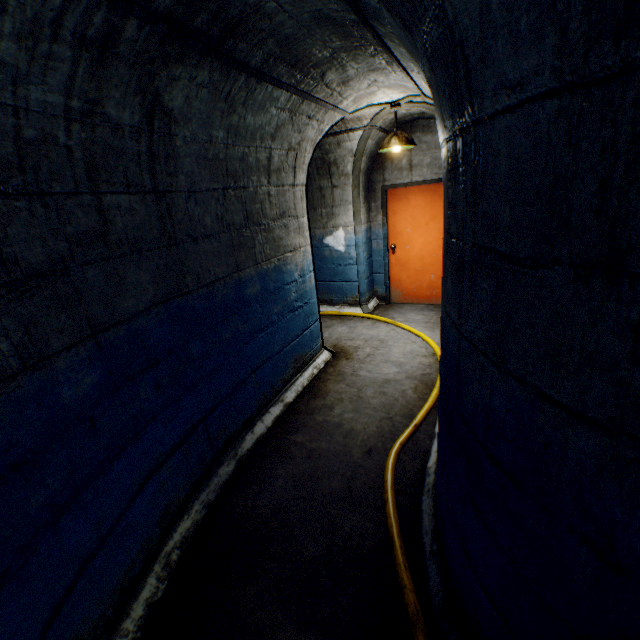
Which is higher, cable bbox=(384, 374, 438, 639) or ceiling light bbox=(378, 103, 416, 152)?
ceiling light bbox=(378, 103, 416, 152)

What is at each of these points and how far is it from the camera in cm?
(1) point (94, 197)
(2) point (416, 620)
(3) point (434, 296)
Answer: (1) building tunnel, 164
(2) cable, 163
(3) door, 597

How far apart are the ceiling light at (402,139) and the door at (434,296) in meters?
1.4 m

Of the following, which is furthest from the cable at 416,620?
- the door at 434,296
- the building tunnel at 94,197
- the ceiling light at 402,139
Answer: the ceiling light at 402,139

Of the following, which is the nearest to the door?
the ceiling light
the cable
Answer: the cable

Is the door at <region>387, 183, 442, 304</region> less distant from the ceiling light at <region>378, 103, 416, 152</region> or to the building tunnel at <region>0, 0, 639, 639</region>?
the building tunnel at <region>0, 0, 639, 639</region>

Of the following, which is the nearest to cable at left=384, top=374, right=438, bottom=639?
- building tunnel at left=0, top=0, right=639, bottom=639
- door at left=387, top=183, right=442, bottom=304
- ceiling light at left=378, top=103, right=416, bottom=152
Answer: building tunnel at left=0, top=0, right=639, bottom=639

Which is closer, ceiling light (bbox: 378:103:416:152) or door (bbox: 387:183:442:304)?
ceiling light (bbox: 378:103:416:152)
